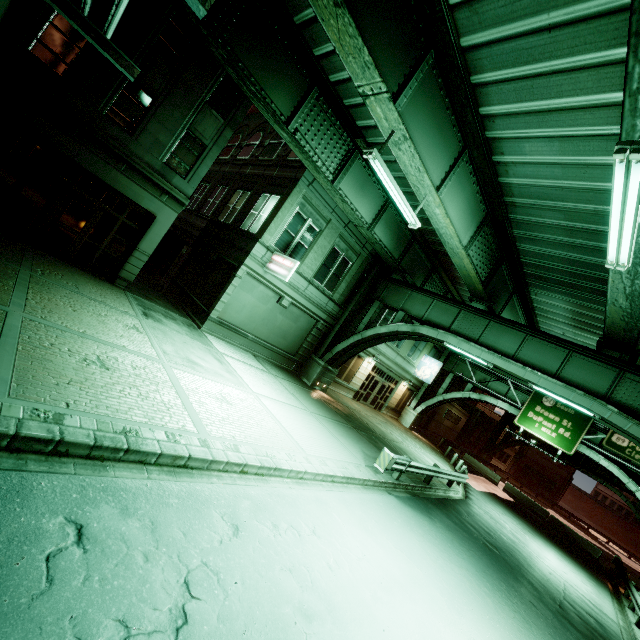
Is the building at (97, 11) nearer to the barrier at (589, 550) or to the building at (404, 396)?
the building at (404, 396)

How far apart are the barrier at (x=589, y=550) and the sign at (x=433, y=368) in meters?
16.5 m

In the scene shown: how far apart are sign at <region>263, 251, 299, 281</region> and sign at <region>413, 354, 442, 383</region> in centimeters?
1980cm

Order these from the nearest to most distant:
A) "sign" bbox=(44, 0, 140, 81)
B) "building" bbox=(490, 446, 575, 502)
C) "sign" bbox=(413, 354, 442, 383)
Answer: "sign" bbox=(44, 0, 140, 81) → "sign" bbox=(413, 354, 442, 383) → "building" bbox=(490, 446, 575, 502)

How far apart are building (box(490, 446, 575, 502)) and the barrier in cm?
3375

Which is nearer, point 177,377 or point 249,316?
point 177,377

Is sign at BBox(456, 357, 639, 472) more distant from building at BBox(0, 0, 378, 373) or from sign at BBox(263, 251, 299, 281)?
building at BBox(0, 0, 378, 373)

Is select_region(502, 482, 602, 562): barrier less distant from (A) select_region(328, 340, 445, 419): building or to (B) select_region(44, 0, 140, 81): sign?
(A) select_region(328, 340, 445, 419): building
